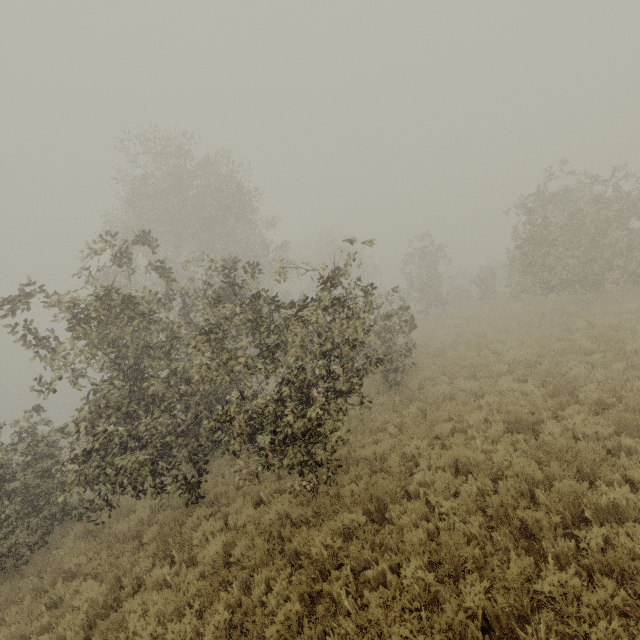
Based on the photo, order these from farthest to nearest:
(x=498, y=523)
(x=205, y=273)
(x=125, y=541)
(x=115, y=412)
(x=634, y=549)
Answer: (x=205, y=273), (x=125, y=541), (x=115, y=412), (x=498, y=523), (x=634, y=549)
